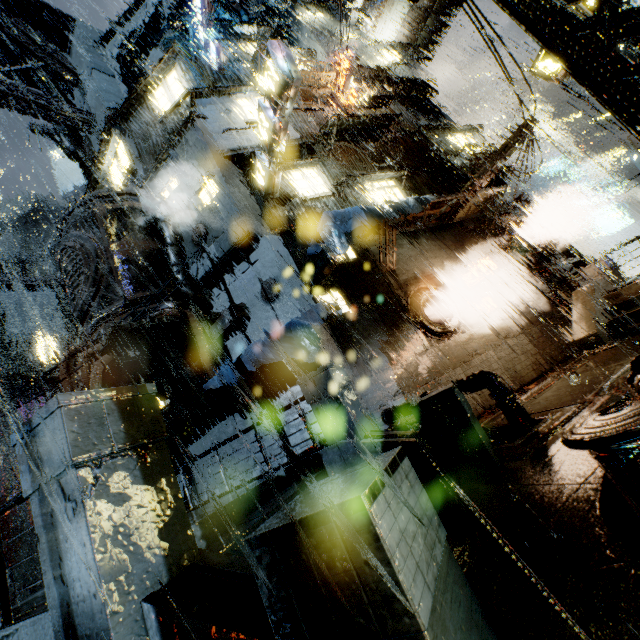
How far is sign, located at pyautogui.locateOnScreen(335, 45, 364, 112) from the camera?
16.4m

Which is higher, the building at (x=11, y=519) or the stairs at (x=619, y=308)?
the building at (x=11, y=519)

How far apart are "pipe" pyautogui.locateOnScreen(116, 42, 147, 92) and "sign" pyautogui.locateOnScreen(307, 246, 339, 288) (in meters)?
20.56

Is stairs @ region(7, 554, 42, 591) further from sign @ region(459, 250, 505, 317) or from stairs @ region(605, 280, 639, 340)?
stairs @ region(605, 280, 639, 340)

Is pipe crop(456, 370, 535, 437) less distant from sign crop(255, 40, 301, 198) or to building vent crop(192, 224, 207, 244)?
sign crop(255, 40, 301, 198)

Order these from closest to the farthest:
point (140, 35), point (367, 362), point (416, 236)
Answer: point (367, 362)
point (416, 236)
point (140, 35)

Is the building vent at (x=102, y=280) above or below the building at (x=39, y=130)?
below

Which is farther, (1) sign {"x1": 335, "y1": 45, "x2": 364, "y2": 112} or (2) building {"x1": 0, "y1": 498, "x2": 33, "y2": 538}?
(2) building {"x1": 0, "y1": 498, "x2": 33, "y2": 538}
